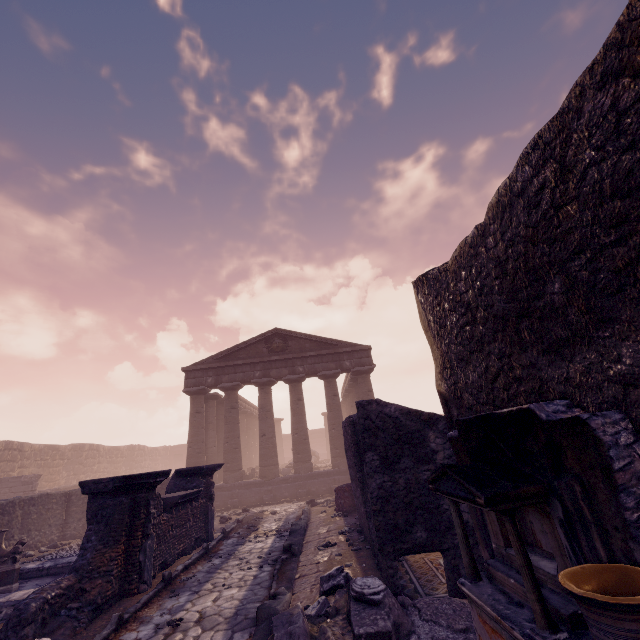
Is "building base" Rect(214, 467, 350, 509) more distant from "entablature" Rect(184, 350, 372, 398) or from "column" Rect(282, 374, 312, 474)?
"entablature" Rect(184, 350, 372, 398)

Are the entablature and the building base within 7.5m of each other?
yes

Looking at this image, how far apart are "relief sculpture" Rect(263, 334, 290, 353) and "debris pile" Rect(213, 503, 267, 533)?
8.8 meters

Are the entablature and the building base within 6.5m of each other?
yes

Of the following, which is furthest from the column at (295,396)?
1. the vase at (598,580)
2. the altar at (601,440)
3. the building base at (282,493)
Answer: the vase at (598,580)

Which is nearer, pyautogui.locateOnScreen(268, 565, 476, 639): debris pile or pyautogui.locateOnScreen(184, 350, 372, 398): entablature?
pyautogui.locateOnScreen(268, 565, 476, 639): debris pile

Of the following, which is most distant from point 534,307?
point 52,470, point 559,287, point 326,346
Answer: point 52,470

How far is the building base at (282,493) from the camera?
16.7m
